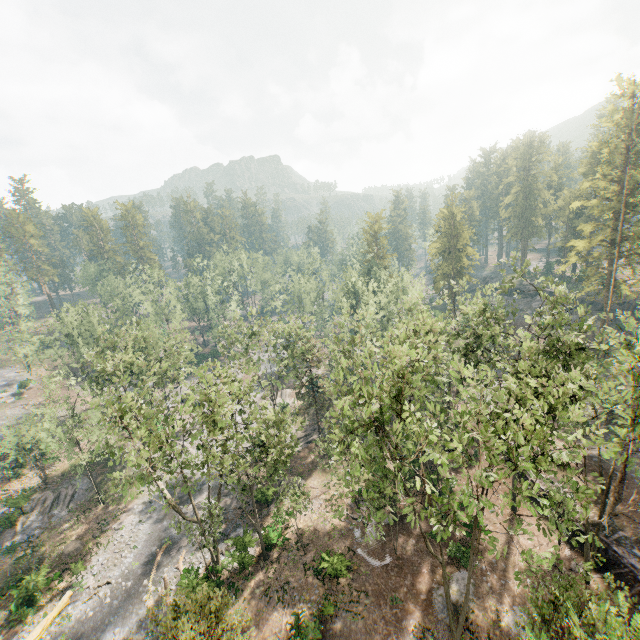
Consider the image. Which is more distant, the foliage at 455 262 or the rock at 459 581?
the foliage at 455 262

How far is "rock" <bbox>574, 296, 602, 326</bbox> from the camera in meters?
54.6

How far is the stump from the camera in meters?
31.7

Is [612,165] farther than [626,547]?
Yes

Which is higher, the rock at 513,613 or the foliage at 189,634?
the foliage at 189,634

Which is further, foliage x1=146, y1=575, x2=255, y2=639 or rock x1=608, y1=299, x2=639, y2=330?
rock x1=608, y1=299, x2=639, y2=330

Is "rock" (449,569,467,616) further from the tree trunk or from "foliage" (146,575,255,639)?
the tree trunk

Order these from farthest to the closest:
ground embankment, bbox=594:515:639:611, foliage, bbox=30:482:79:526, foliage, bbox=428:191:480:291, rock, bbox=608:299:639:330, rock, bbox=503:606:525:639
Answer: foliage, bbox=428:191:480:291 → rock, bbox=608:299:639:330 → foliage, bbox=30:482:79:526 → ground embankment, bbox=594:515:639:611 → rock, bbox=503:606:525:639
